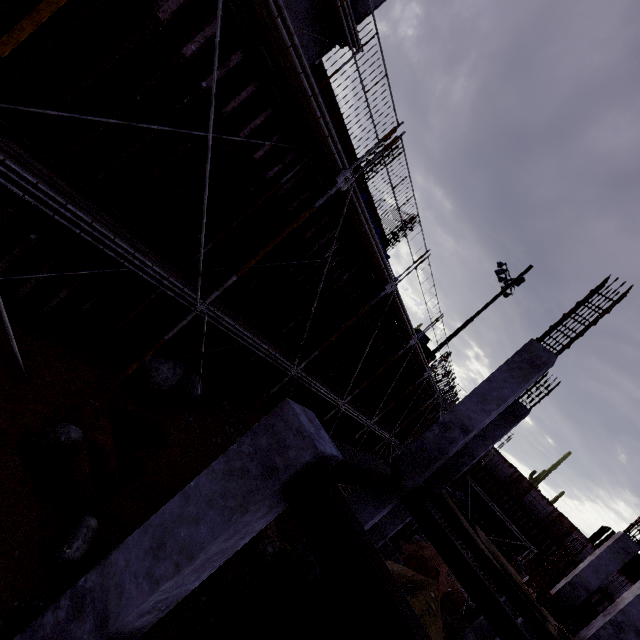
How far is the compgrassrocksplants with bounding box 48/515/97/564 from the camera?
4.21m

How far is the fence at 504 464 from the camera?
28.3 meters

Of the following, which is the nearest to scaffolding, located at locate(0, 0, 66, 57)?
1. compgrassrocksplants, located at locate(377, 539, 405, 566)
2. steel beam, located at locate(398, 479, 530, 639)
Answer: compgrassrocksplants, located at locate(377, 539, 405, 566)

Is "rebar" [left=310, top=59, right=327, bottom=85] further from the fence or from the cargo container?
the cargo container

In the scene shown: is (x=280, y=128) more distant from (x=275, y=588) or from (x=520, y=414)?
(x=520, y=414)

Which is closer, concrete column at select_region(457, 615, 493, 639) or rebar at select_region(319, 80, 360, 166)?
rebar at select_region(319, 80, 360, 166)

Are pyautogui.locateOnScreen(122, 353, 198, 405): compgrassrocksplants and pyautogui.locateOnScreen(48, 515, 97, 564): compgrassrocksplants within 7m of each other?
yes

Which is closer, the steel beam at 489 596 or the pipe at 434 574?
the steel beam at 489 596
